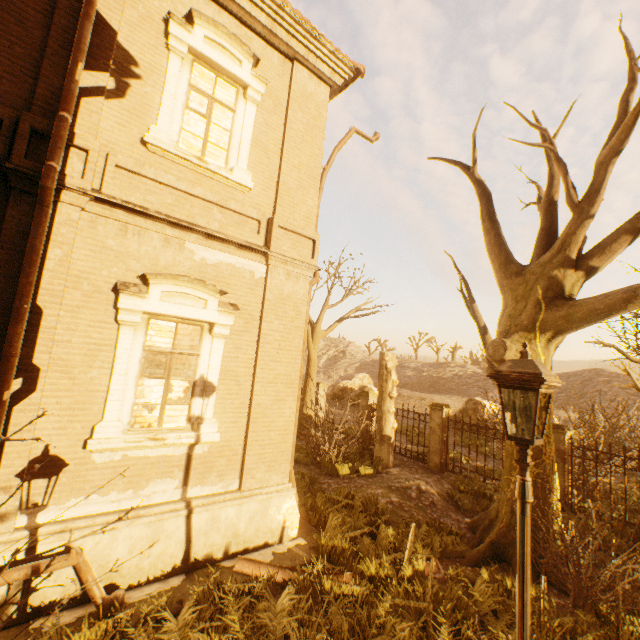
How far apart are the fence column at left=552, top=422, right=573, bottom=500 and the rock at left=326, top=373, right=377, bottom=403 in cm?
2263

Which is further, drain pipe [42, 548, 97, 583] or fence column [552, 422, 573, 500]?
fence column [552, 422, 573, 500]

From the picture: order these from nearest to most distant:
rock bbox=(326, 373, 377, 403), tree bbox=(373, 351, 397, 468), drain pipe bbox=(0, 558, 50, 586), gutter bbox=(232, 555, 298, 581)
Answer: drain pipe bbox=(0, 558, 50, 586)
gutter bbox=(232, 555, 298, 581)
tree bbox=(373, 351, 397, 468)
rock bbox=(326, 373, 377, 403)

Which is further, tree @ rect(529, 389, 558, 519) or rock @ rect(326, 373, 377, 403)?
rock @ rect(326, 373, 377, 403)

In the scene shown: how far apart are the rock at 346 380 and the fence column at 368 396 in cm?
1586

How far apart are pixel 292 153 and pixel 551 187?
5.8 meters

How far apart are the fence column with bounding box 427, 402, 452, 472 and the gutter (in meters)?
8.71

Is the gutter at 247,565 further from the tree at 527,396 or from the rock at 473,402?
the rock at 473,402
